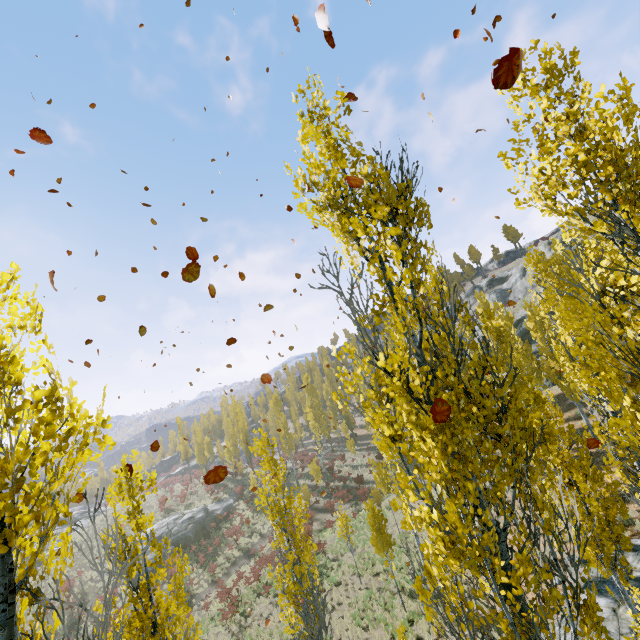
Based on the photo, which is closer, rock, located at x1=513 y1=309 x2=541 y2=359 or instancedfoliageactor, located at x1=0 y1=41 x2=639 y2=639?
instancedfoliageactor, located at x1=0 y1=41 x2=639 y2=639

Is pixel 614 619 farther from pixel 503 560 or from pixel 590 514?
pixel 503 560

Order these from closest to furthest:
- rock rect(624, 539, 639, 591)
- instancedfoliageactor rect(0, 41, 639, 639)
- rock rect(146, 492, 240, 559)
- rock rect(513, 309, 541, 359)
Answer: instancedfoliageactor rect(0, 41, 639, 639)
rock rect(624, 539, 639, 591)
rock rect(146, 492, 240, 559)
rock rect(513, 309, 541, 359)

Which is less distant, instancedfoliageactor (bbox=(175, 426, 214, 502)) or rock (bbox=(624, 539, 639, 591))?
rock (bbox=(624, 539, 639, 591))

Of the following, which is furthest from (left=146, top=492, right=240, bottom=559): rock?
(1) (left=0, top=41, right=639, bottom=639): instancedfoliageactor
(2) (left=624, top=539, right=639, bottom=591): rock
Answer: (2) (left=624, top=539, right=639, bottom=591): rock

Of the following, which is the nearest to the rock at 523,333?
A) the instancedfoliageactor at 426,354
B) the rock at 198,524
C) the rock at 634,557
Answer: the instancedfoliageactor at 426,354

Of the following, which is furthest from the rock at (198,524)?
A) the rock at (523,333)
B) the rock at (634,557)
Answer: the rock at (634,557)
